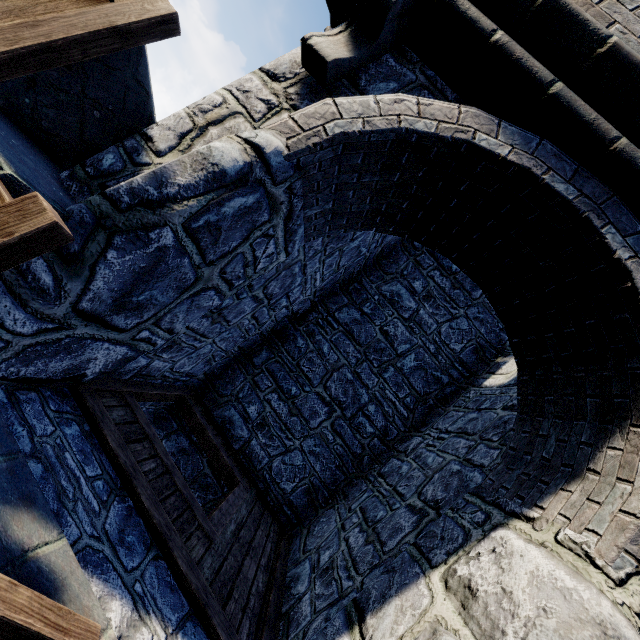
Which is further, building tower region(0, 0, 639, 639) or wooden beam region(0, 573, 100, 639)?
building tower region(0, 0, 639, 639)

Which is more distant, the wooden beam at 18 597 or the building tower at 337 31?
the building tower at 337 31

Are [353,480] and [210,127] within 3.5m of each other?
no
